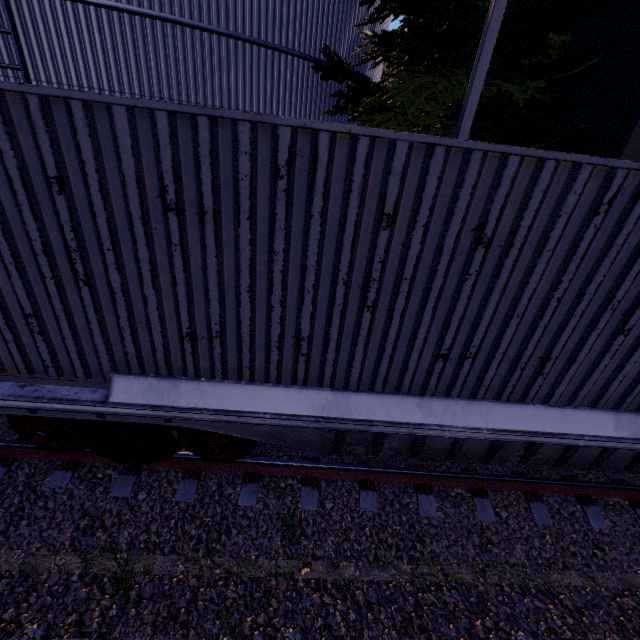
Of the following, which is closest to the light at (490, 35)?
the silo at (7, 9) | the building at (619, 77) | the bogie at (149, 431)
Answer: the building at (619, 77)

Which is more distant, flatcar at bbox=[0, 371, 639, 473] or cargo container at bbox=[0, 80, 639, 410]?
flatcar at bbox=[0, 371, 639, 473]

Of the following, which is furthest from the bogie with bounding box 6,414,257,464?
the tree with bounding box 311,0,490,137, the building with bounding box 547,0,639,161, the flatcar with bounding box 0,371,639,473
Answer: the building with bounding box 547,0,639,161

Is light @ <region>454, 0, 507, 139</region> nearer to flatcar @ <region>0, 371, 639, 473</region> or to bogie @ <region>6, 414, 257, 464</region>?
flatcar @ <region>0, 371, 639, 473</region>

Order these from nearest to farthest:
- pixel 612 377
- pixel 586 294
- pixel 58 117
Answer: pixel 58 117 < pixel 586 294 < pixel 612 377

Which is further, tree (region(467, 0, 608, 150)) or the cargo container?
tree (region(467, 0, 608, 150))

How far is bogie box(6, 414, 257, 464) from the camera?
3.6m

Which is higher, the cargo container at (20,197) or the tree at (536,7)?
the tree at (536,7)
